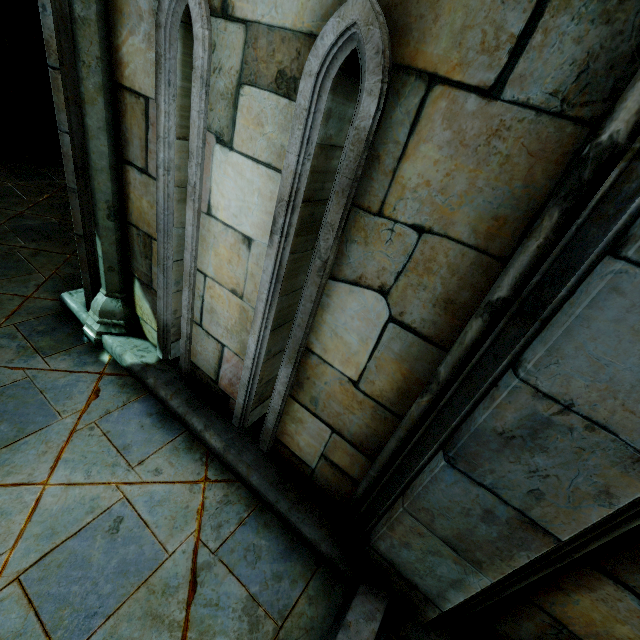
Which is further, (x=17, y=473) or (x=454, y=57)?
(x=17, y=473)
